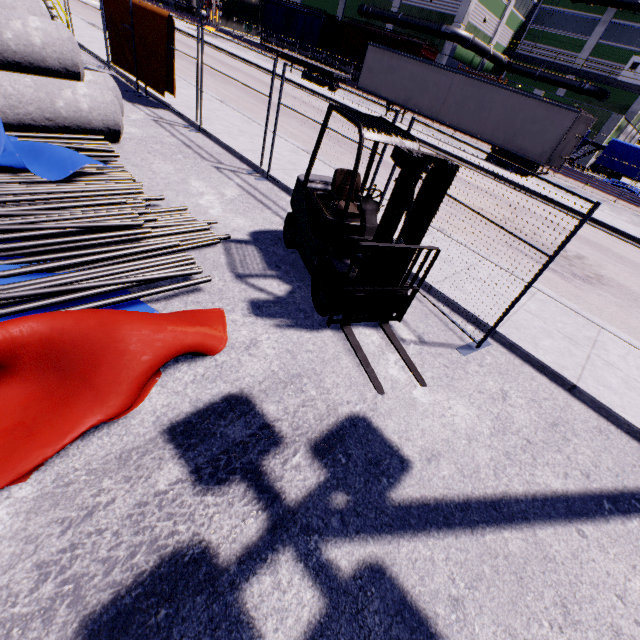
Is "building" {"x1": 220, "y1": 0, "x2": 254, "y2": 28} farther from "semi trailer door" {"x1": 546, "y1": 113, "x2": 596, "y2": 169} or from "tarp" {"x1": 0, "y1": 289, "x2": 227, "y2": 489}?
"semi trailer door" {"x1": 546, "y1": 113, "x2": 596, "y2": 169}

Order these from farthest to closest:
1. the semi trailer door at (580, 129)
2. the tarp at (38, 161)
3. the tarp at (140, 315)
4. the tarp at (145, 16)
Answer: the semi trailer door at (580, 129), the tarp at (145, 16), the tarp at (38, 161), the tarp at (140, 315)

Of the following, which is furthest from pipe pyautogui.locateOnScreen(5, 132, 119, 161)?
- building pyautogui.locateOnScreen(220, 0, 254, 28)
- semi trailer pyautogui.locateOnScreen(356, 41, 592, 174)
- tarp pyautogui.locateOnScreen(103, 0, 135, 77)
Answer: semi trailer pyautogui.locateOnScreen(356, 41, 592, 174)

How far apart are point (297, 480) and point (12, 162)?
5.7 meters

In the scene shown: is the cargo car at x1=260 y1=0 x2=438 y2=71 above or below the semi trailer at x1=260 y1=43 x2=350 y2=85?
above

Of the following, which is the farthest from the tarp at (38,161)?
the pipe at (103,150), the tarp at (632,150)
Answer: the tarp at (632,150)

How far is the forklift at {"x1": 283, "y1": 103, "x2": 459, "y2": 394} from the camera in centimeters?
334cm

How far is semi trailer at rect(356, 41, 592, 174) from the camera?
17.5 meters
